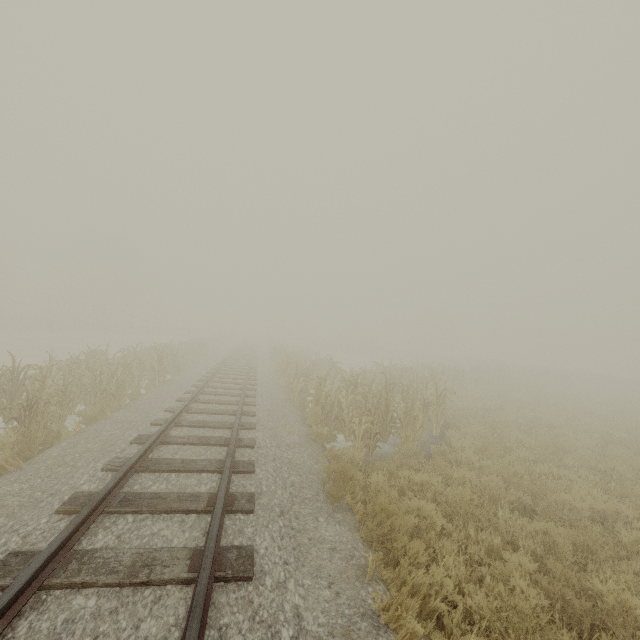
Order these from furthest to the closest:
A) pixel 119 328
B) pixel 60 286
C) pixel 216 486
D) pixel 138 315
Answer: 1. pixel 60 286
2. pixel 138 315
3. pixel 119 328
4. pixel 216 486
